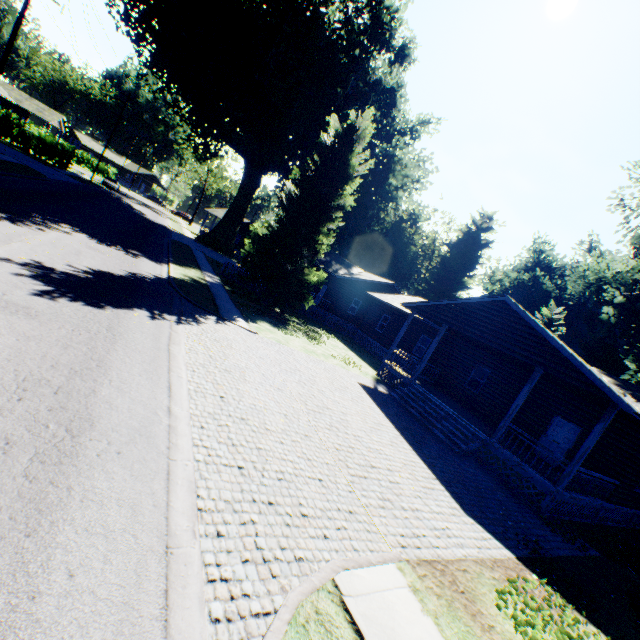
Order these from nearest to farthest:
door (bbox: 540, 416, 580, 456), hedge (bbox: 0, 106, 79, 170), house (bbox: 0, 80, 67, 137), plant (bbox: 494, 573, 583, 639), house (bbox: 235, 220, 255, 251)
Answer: plant (bbox: 494, 573, 583, 639) → door (bbox: 540, 416, 580, 456) → hedge (bbox: 0, 106, 79, 170) → house (bbox: 0, 80, 67, 137) → house (bbox: 235, 220, 255, 251)

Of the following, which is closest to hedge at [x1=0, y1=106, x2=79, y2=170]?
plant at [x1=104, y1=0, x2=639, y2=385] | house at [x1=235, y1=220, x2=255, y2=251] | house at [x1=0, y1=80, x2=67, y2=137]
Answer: house at [x1=0, y1=80, x2=67, y2=137]

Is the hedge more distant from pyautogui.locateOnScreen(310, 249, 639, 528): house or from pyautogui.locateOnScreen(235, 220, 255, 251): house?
pyautogui.locateOnScreen(310, 249, 639, 528): house

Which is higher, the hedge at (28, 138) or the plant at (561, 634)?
the hedge at (28, 138)

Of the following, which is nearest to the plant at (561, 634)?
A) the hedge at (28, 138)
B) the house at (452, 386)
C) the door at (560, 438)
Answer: the house at (452, 386)

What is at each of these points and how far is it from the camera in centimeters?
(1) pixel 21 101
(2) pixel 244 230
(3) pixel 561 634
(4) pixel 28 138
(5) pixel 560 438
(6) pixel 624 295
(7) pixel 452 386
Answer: (1) house, 5119cm
(2) house, 5528cm
(3) plant, 551cm
(4) hedge, 3578cm
(5) door, 1529cm
(6) plant, 2084cm
(7) house, 2061cm

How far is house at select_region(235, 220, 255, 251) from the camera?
54.94m

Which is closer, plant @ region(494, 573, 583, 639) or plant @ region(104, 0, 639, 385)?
plant @ region(494, 573, 583, 639)
